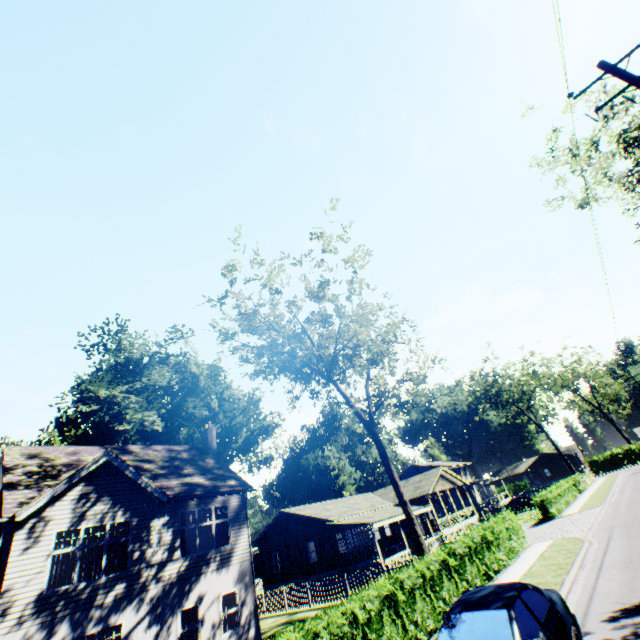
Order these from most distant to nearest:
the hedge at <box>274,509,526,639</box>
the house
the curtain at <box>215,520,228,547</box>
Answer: the house
the curtain at <box>215,520,228,547</box>
the hedge at <box>274,509,526,639</box>

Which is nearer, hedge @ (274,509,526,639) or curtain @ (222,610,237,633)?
hedge @ (274,509,526,639)

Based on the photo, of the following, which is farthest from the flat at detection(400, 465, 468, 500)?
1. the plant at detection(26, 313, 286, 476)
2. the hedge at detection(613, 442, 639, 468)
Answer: the hedge at detection(613, 442, 639, 468)

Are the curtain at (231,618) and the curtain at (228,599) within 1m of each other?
yes

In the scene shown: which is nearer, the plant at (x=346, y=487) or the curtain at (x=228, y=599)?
the curtain at (x=228, y=599)

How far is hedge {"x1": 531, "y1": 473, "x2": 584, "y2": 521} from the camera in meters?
26.2 m

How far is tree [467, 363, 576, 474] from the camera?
51.5m

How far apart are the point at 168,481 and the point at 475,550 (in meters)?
15.65
